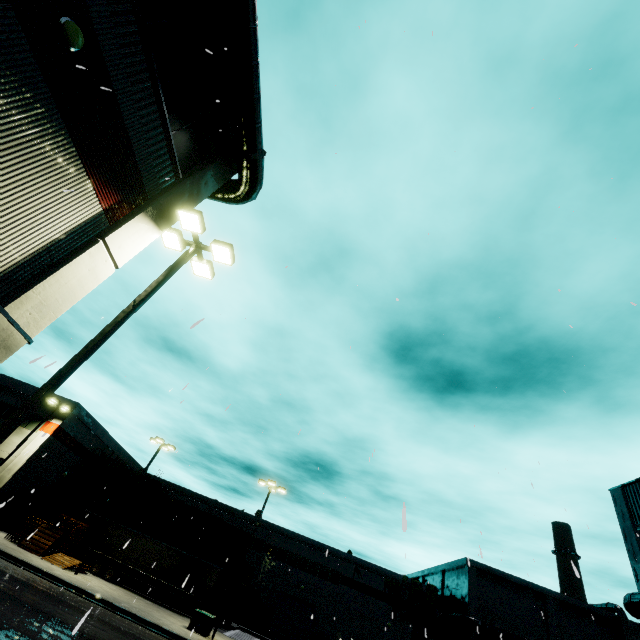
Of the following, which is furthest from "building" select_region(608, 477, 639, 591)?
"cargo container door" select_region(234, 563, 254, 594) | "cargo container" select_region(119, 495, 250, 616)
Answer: "cargo container door" select_region(234, 563, 254, 594)

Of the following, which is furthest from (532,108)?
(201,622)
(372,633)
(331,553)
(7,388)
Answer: (372,633)

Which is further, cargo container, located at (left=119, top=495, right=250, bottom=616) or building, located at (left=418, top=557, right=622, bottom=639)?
building, located at (left=418, top=557, right=622, bottom=639)

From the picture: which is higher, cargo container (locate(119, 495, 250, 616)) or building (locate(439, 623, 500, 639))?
building (locate(439, 623, 500, 639))

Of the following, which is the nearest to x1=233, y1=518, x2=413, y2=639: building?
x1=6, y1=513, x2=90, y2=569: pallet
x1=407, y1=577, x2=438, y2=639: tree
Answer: x1=407, y1=577, x2=438, y2=639: tree

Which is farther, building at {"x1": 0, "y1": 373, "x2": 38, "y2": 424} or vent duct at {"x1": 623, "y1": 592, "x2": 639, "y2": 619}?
building at {"x1": 0, "y1": 373, "x2": 38, "y2": 424}

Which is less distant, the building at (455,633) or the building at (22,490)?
the building at (22,490)
